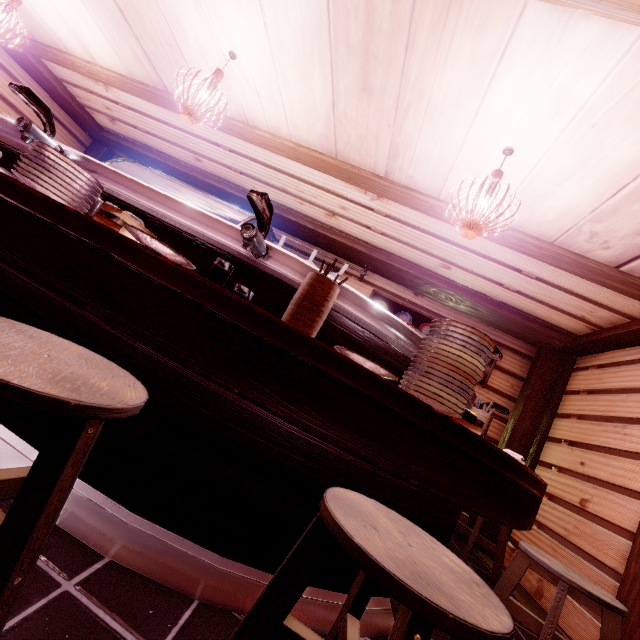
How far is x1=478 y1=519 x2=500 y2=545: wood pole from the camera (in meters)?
7.33

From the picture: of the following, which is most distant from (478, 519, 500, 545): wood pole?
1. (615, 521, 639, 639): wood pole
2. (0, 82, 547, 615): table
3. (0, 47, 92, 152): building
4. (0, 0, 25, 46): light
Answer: (0, 0, 25, 46): light

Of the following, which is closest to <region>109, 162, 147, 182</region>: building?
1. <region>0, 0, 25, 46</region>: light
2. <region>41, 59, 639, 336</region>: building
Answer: <region>41, 59, 639, 336</region>: building

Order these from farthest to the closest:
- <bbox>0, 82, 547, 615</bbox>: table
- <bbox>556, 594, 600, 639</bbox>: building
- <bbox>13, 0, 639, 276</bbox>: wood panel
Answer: <bbox>556, 594, 600, 639</bbox>: building < <bbox>13, 0, 639, 276</bbox>: wood panel < <bbox>0, 82, 547, 615</bbox>: table

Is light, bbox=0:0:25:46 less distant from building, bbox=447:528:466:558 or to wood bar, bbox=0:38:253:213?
wood bar, bbox=0:38:253:213

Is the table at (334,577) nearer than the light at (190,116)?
Yes

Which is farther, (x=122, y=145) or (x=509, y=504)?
(x=122, y=145)

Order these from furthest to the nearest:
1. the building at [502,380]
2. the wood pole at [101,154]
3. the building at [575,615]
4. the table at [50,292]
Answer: the wood pole at [101,154] < the building at [502,380] < the building at [575,615] < the table at [50,292]
